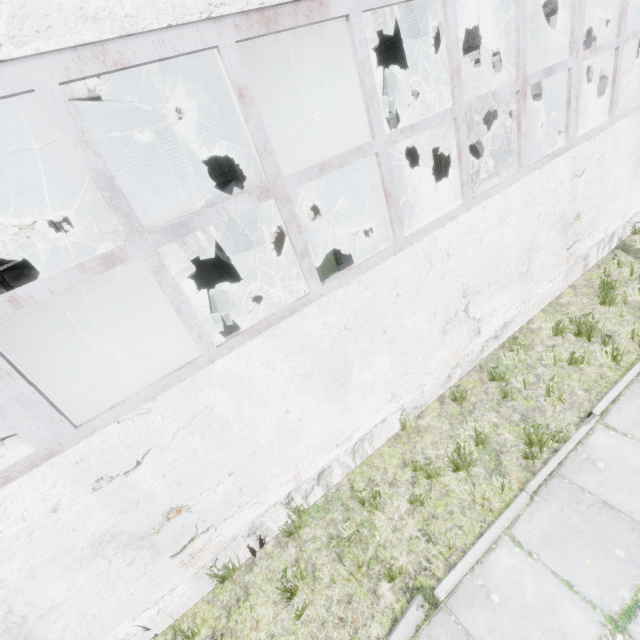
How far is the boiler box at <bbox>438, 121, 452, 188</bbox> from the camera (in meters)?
14.12

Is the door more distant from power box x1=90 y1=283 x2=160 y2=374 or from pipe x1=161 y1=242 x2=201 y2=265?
power box x1=90 y1=283 x2=160 y2=374

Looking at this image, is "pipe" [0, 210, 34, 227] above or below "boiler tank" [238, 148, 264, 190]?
above

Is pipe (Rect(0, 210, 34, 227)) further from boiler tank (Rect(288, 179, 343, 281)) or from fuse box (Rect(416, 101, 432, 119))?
boiler tank (Rect(288, 179, 343, 281))

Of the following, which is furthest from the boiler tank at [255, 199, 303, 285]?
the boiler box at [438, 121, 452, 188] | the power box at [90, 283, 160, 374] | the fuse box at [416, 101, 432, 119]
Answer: the fuse box at [416, 101, 432, 119]

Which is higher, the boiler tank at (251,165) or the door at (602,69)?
the boiler tank at (251,165)

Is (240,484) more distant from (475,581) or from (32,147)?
(32,147)

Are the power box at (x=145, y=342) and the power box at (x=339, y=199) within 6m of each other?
no
